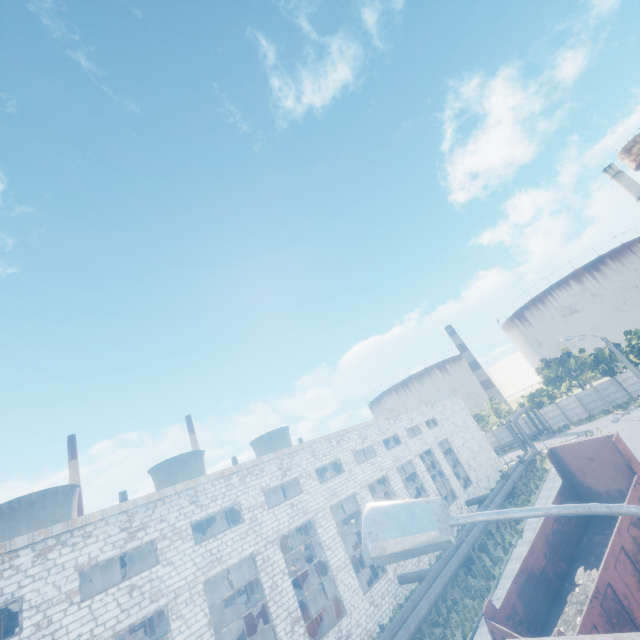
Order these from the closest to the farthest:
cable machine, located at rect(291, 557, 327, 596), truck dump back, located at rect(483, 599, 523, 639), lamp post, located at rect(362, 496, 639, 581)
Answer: lamp post, located at rect(362, 496, 639, 581)
truck dump back, located at rect(483, 599, 523, 639)
cable machine, located at rect(291, 557, 327, 596)

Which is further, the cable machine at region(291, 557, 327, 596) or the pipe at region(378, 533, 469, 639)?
the cable machine at region(291, 557, 327, 596)

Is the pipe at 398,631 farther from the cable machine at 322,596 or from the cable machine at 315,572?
the cable machine at 315,572

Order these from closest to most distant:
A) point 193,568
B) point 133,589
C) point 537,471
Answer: point 133,589 < point 193,568 < point 537,471

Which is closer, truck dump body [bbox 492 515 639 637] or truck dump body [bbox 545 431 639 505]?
truck dump body [bbox 492 515 639 637]

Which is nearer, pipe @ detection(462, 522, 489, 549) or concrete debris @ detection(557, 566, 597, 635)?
concrete debris @ detection(557, 566, 597, 635)

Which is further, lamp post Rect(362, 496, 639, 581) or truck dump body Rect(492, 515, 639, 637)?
truck dump body Rect(492, 515, 639, 637)

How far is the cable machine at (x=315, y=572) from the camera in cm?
3067
